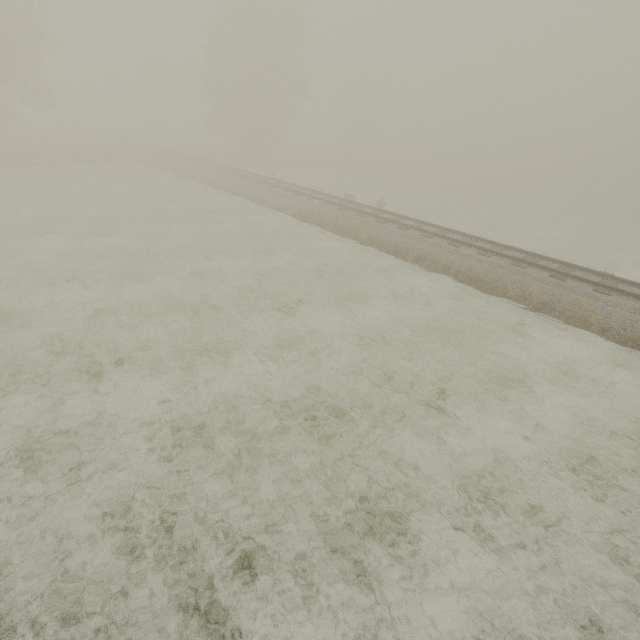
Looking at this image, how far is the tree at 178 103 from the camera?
56.1 meters

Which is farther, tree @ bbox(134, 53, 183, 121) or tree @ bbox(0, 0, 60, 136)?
tree @ bbox(134, 53, 183, 121)

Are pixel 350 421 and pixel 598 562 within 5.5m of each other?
yes

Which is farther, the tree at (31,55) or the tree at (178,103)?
the tree at (178,103)

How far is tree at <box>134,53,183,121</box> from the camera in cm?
5609
